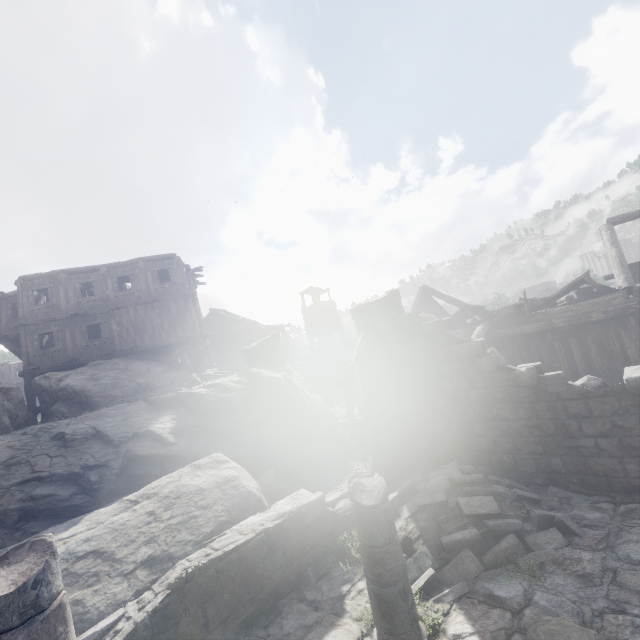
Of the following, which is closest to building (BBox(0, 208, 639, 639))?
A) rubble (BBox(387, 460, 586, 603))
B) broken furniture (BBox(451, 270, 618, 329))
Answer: rubble (BBox(387, 460, 586, 603))

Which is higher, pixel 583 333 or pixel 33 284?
pixel 33 284

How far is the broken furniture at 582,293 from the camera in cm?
1217

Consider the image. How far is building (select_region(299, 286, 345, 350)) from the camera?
41.6m

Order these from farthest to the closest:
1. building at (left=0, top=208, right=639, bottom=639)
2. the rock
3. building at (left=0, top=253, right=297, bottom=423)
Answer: building at (left=0, top=253, right=297, bottom=423) → the rock → building at (left=0, top=208, right=639, bottom=639)

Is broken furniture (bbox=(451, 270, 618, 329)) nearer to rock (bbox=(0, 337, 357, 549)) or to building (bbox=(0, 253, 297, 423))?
building (bbox=(0, 253, 297, 423))

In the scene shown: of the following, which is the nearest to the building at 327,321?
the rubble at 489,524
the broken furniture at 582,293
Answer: the rubble at 489,524
